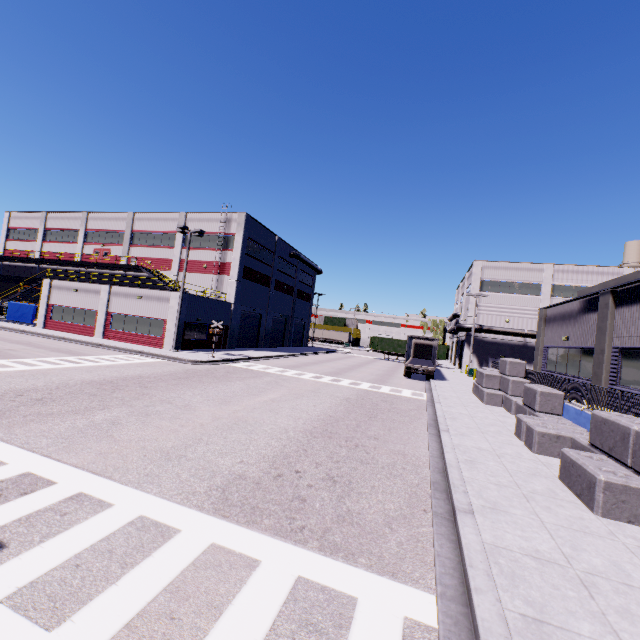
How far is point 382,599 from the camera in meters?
4.2

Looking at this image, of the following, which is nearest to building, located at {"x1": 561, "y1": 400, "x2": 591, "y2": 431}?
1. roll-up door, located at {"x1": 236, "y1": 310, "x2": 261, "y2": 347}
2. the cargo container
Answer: roll-up door, located at {"x1": 236, "y1": 310, "x2": 261, "y2": 347}

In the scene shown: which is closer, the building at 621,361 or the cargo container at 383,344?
the building at 621,361

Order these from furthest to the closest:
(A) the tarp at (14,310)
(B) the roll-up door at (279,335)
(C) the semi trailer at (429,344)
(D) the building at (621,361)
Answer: (B) the roll-up door at (279,335), (A) the tarp at (14,310), (C) the semi trailer at (429,344), (D) the building at (621,361)

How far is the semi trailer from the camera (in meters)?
29.10

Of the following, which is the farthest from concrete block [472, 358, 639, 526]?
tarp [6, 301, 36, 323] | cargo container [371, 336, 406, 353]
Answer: tarp [6, 301, 36, 323]

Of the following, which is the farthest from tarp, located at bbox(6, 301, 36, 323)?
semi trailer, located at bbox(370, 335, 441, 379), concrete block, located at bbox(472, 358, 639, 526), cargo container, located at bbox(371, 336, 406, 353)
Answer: concrete block, located at bbox(472, 358, 639, 526)

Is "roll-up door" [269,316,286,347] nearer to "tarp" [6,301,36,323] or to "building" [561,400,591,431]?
"building" [561,400,591,431]
